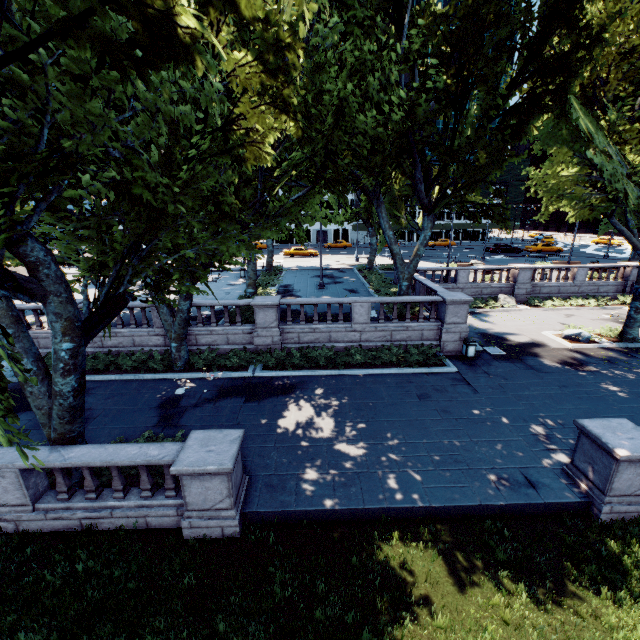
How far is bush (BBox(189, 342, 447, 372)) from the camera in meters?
Answer: 15.9 m

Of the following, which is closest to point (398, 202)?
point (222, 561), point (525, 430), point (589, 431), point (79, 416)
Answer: point (525, 430)

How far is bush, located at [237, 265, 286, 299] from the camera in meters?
22.5

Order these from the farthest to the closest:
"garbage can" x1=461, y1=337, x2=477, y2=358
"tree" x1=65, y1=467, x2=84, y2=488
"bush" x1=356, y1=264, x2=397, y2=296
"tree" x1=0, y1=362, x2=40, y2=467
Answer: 1. "bush" x1=356, y1=264, x2=397, y2=296
2. "garbage can" x1=461, y1=337, x2=477, y2=358
3. "tree" x1=65, y1=467, x2=84, y2=488
4. "tree" x1=0, y1=362, x2=40, y2=467

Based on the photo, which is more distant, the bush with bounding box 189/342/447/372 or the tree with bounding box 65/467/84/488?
the bush with bounding box 189/342/447/372

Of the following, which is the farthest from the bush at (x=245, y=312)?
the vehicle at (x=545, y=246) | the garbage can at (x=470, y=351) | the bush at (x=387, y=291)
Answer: the vehicle at (x=545, y=246)

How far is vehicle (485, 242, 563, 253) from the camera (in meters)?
47.84

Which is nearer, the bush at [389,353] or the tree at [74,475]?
the tree at [74,475]
